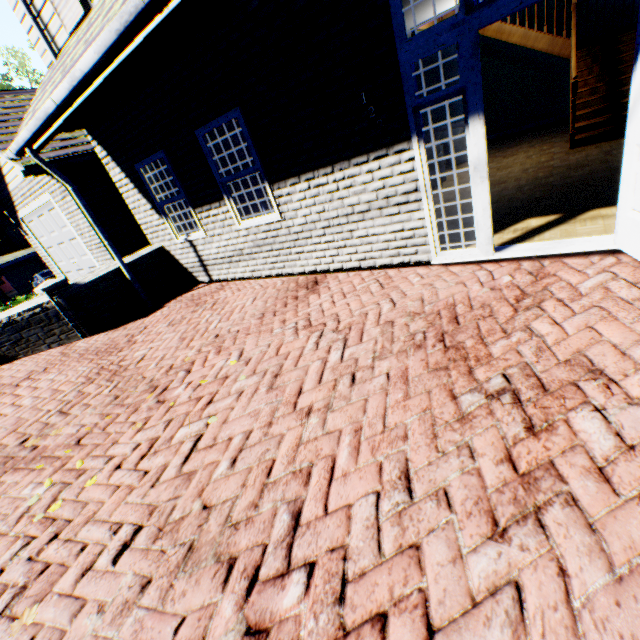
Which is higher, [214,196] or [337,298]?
[214,196]

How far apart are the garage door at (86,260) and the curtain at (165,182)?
4.63m

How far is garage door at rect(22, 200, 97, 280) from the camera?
9.4m

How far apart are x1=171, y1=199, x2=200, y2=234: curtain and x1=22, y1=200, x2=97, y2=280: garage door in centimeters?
463cm

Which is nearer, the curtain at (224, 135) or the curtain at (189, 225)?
the curtain at (224, 135)

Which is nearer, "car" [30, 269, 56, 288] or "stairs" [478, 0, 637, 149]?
"stairs" [478, 0, 637, 149]

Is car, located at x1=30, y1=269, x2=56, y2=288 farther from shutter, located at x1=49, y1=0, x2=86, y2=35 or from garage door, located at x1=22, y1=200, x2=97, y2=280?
shutter, located at x1=49, y1=0, x2=86, y2=35

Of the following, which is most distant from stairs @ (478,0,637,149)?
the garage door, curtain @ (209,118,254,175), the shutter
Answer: Answer: the garage door
